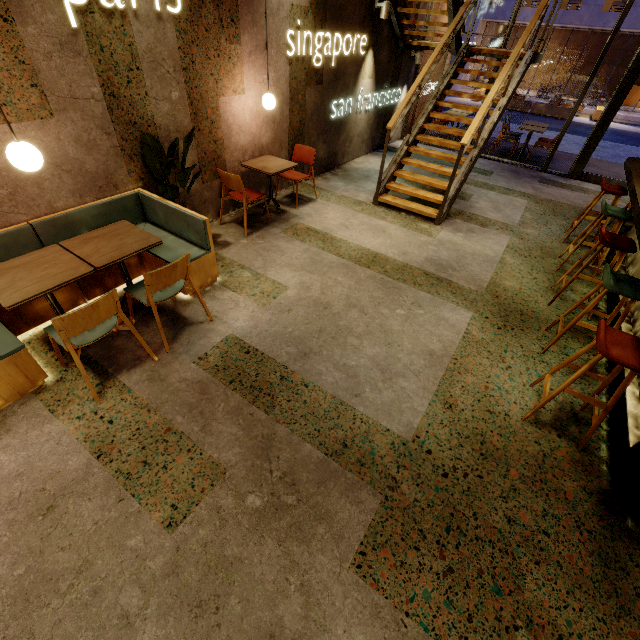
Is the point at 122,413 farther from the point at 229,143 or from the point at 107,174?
the point at 229,143

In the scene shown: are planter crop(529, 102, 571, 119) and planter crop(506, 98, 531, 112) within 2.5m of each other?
yes

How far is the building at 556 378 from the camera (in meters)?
3.10

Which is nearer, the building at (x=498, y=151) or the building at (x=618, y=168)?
the building at (x=618, y=168)

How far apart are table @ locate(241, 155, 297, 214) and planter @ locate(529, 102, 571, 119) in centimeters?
1924cm

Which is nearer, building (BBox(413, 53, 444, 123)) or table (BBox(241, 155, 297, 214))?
table (BBox(241, 155, 297, 214))

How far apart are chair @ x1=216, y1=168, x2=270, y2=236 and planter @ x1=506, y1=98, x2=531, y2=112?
19.8m

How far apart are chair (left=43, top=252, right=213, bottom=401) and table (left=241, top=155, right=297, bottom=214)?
2.96m
